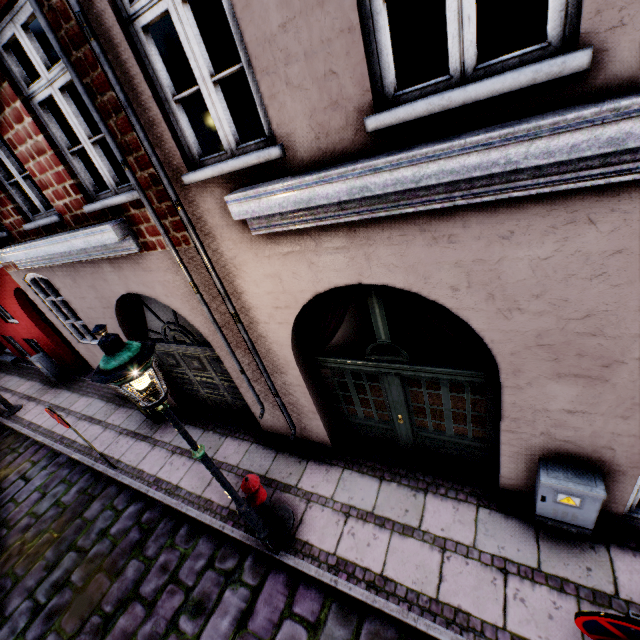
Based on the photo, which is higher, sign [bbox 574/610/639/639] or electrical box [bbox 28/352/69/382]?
sign [bbox 574/610/639/639]

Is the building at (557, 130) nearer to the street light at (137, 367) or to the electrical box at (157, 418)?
the electrical box at (157, 418)

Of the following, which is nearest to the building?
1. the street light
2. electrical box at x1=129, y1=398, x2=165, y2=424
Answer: electrical box at x1=129, y1=398, x2=165, y2=424

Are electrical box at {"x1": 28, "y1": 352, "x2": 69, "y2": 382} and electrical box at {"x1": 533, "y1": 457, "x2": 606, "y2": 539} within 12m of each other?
no

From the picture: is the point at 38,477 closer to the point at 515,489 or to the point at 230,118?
the point at 230,118

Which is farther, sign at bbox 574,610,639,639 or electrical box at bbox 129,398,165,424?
electrical box at bbox 129,398,165,424

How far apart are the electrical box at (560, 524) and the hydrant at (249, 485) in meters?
3.3

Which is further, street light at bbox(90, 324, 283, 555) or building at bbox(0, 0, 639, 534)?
A: street light at bbox(90, 324, 283, 555)
